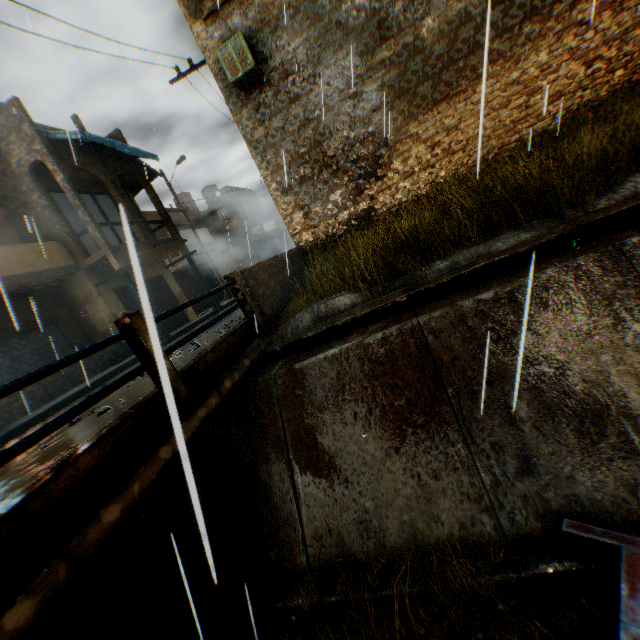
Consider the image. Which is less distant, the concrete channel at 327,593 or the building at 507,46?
the concrete channel at 327,593

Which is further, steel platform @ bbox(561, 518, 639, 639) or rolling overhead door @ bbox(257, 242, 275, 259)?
rolling overhead door @ bbox(257, 242, 275, 259)

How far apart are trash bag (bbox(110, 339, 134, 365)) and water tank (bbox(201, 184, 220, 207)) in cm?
2058

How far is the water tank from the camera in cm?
3030

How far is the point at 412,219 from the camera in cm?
536

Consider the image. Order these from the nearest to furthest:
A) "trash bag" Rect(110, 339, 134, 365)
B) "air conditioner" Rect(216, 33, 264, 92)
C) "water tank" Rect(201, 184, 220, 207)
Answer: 1. "air conditioner" Rect(216, 33, 264, 92)
2. "trash bag" Rect(110, 339, 134, 365)
3. "water tank" Rect(201, 184, 220, 207)

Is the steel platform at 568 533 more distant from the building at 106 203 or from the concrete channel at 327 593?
the building at 106 203

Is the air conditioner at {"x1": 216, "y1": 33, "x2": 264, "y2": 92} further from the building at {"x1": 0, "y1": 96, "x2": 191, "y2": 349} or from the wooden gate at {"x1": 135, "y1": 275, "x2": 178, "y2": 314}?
the wooden gate at {"x1": 135, "y1": 275, "x2": 178, "y2": 314}
